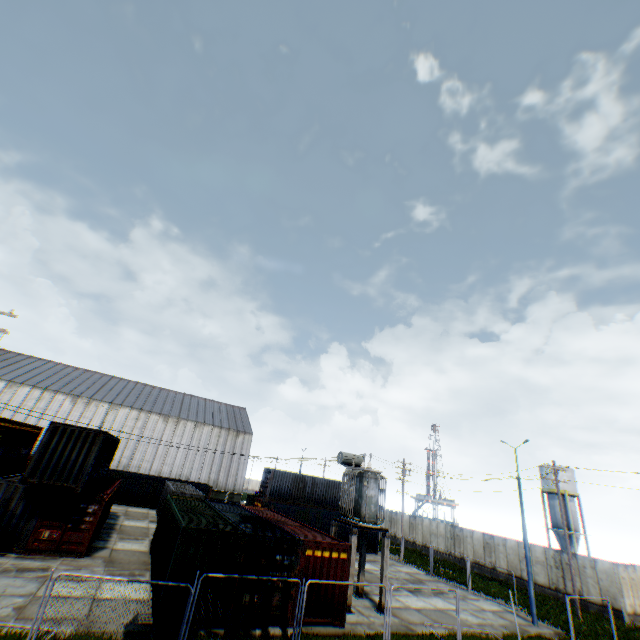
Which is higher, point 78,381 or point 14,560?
point 78,381

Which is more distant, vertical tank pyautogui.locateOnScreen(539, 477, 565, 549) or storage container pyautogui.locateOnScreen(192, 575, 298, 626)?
vertical tank pyautogui.locateOnScreen(539, 477, 565, 549)

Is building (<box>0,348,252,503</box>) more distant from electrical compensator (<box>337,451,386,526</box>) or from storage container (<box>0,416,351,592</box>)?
electrical compensator (<box>337,451,386,526</box>)

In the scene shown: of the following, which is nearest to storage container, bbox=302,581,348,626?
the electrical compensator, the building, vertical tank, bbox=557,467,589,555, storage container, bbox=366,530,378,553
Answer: the electrical compensator

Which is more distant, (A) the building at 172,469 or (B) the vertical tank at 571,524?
(A) the building at 172,469

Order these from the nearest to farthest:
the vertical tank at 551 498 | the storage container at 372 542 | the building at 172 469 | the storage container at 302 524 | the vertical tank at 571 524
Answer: the storage container at 302 524 < the storage container at 372 542 < the vertical tank at 571 524 < the vertical tank at 551 498 < the building at 172 469

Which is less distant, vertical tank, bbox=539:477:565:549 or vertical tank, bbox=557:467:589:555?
vertical tank, bbox=557:467:589:555
